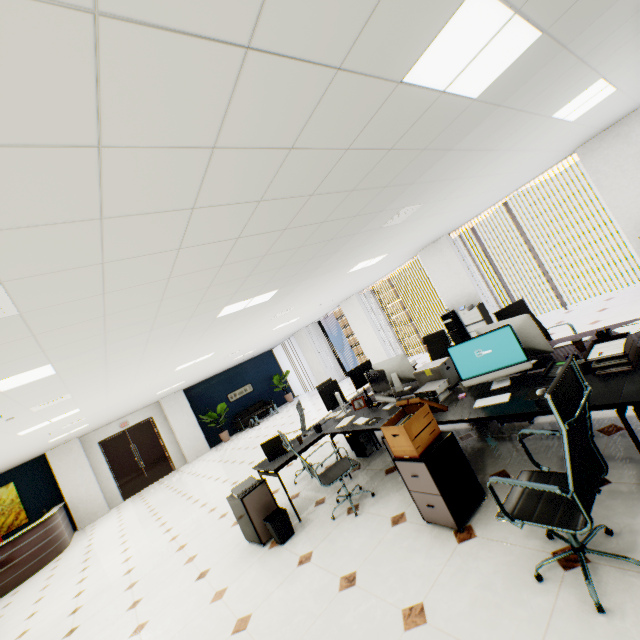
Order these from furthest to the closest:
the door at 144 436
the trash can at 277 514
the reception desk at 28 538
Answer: the door at 144 436, the reception desk at 28 538, the trash can at 277 514

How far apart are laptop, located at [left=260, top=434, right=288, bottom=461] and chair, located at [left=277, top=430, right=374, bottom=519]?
0.5 meters

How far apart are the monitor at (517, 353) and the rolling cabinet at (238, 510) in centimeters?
281cm

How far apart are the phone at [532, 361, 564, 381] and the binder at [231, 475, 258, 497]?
3.48m

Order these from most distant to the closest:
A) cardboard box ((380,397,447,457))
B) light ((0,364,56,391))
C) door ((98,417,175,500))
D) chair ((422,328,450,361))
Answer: door ((98,417,175,500)) → chair ((422,328,450,361)) → light ((0,364,56,391)) → cardboard box ((380,397,447,457))

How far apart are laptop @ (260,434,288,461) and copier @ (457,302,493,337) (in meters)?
5.97

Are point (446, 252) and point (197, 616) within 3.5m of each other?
no

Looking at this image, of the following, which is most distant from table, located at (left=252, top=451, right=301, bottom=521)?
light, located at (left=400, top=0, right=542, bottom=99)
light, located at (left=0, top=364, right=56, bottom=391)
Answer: light, located at (left=0, top=364, right=56, bottom=391)
